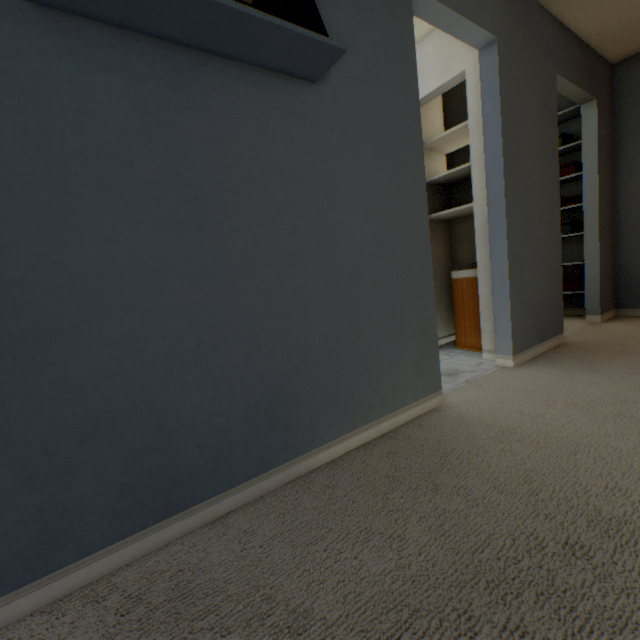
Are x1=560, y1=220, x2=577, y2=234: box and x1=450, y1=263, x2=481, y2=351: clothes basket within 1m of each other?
no

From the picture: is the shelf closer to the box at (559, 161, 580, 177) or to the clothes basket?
the clothes basket

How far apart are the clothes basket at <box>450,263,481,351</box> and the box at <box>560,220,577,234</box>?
1.55m

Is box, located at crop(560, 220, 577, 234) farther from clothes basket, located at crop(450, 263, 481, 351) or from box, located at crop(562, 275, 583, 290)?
clothes basket, located at crop(450, 263, 481, 351)

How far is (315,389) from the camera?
1.3m

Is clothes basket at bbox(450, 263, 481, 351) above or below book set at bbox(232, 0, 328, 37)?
below

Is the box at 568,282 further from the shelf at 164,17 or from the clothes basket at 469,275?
the shelf at 164,17

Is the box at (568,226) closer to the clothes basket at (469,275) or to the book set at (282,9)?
the clothes basket at (469,275)
